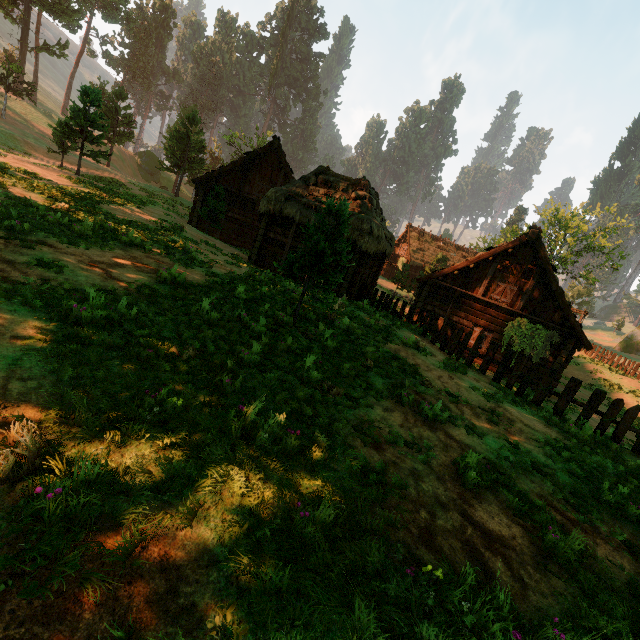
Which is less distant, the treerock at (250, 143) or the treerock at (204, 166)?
the treerock at (204, 166)

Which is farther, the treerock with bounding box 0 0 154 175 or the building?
the treerock with bounding box 0 0 154 175

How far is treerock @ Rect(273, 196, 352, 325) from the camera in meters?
8.0 m

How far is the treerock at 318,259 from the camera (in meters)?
8.04

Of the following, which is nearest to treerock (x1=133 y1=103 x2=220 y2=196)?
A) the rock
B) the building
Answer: the building

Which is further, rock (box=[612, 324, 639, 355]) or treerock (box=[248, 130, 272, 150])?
treerock (box=[248, 130, 272, 150])

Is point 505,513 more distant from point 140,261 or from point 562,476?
point 140,261

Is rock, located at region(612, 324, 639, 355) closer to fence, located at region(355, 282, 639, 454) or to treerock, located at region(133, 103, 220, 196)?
treerock, located at region(133, 103, 220, 196)
